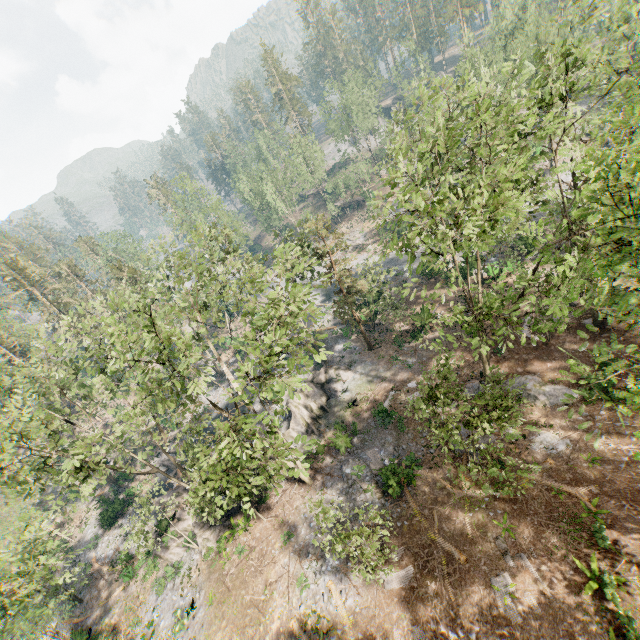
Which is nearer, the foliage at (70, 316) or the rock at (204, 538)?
the foliage at (70, 316)

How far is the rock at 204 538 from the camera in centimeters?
2433cm

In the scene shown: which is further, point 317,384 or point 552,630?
point 317,384

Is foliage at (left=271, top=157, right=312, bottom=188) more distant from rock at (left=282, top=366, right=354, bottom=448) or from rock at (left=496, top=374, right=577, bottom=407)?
rock at (left=496, top=374, right=577, bottom=407)

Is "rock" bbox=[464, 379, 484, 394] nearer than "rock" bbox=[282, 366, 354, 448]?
Yes

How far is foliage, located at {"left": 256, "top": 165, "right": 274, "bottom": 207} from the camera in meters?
57.8 m

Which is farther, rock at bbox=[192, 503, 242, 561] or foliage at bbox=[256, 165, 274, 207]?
foliage at bbox=[256, 165, 274, 207]
